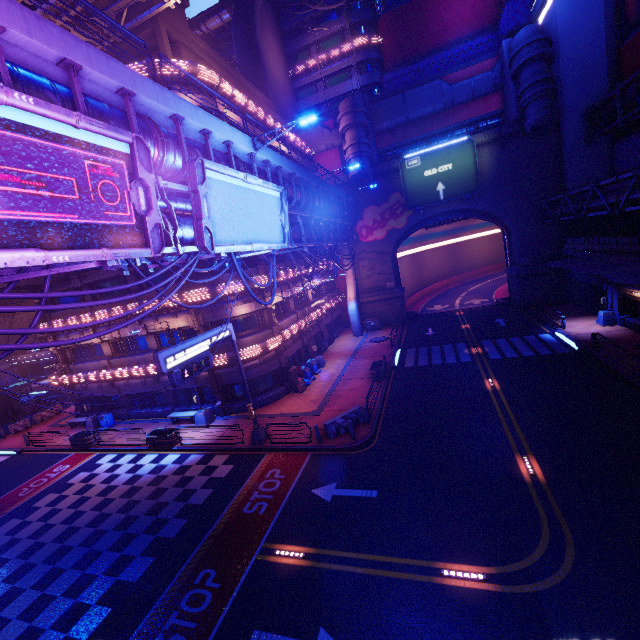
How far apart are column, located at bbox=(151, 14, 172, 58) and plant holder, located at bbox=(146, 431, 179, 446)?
23.6m

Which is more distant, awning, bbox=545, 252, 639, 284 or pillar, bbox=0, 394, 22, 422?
pillar, bbox=0, 394, 22, 422

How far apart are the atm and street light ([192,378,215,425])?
5.95m

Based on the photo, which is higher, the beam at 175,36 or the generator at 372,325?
the beam at 175,36

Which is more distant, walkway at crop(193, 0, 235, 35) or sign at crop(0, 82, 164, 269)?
walkway at crop(193, 0, 235, 35)

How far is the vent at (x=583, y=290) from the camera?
27.3m

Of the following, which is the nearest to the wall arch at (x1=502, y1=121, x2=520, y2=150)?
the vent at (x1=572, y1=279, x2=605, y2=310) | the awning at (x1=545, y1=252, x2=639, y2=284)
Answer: the vent at (x1=572, y1=279, x2=605, y2=310)

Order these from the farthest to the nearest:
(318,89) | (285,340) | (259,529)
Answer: (318,89) < (285,340) < (259,529)
